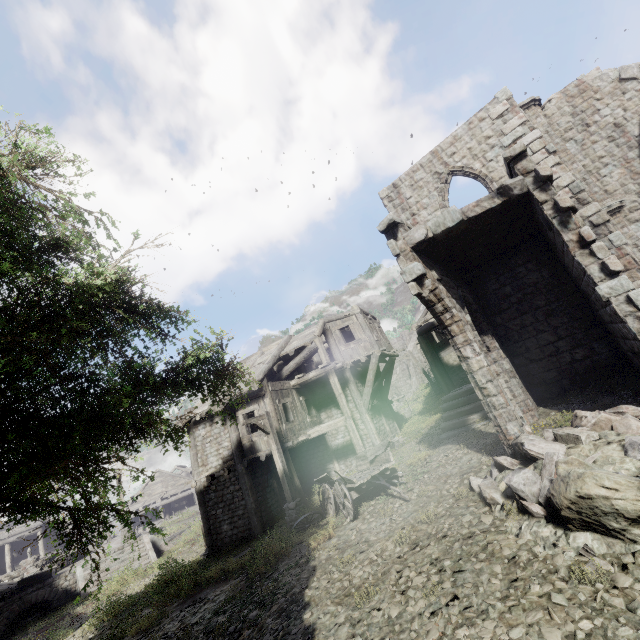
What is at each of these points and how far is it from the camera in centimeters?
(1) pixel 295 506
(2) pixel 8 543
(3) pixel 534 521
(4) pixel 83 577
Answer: (1) wooden lamp post, 1218cm
(2) building, 2962cm
(3) rubble, 511cm
(4) stairs, 1903cm

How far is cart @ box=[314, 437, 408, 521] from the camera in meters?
9.6

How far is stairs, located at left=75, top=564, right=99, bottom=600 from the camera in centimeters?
1823cm

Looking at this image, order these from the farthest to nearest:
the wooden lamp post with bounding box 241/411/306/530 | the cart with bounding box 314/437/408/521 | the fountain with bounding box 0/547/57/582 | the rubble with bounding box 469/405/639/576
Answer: the fountain with bounding box 0/547/57/582
the wooden lamp post with bounding box 241/411/306/530
the cart with bounding box 314/437/408/521
the rubble with bounding box 469/405/639/576

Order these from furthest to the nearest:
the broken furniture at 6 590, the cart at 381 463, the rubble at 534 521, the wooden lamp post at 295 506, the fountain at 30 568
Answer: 1. the fountain at 30 568
2. the broken furniture at 6 590
3. the wooden lamp post at 295 506
4. the cart at 381 463
5. the rubble at 534 521

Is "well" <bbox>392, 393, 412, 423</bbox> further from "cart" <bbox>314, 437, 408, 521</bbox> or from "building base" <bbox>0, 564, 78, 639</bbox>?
"building base" <bbox>0, 564, 78, 639</bbox>

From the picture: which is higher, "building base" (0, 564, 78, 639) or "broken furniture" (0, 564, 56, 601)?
"broken furniture" (0, 564, 56, 601)

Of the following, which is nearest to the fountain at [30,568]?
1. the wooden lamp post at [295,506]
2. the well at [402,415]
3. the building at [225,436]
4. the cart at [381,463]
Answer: the building at [225,436]
